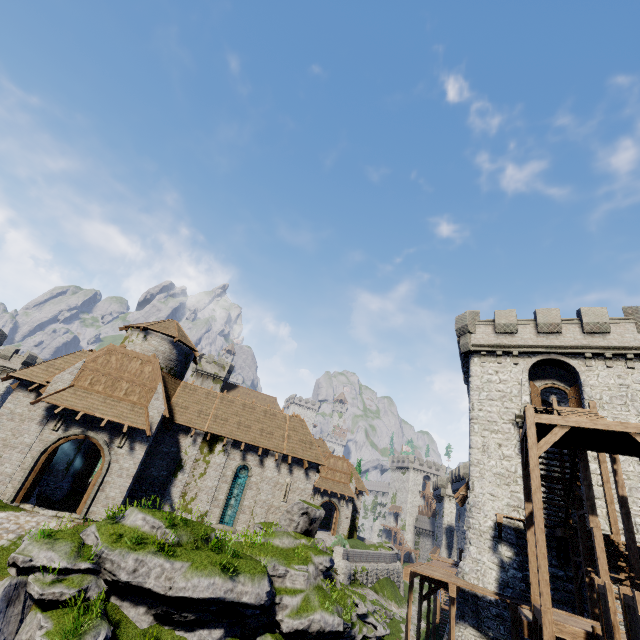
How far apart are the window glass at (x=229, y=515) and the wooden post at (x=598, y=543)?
19.3 meters

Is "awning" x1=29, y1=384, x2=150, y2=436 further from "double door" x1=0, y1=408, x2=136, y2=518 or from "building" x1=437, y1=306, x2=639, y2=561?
"building" x1=437, y1=306, x2=639, y2=561

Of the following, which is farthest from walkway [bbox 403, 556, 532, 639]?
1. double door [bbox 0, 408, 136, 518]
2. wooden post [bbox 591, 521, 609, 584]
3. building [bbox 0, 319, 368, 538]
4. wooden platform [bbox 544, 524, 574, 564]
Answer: double door [bbox 0, 408, 136, 518]

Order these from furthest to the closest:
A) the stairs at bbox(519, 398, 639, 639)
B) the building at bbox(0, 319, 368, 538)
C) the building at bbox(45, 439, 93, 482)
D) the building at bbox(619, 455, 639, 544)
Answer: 1. the building at bbox(45, 439, 93, 482)
2. the building at bbox(0, 319, 368, 538)
3. the building at bbox(619, 455, 639, 544)
4. the stairs at bbox(519, 398, 639, 639)

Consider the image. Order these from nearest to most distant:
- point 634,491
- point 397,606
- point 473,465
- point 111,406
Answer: point 634,491, point 111,406, point 473,465, point 397,606

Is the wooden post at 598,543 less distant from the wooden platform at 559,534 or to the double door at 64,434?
the wooden platform at 559,534

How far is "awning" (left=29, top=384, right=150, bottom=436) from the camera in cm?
1783

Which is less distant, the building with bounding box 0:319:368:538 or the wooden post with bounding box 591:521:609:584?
the wooden post with bounding box 591:521:609:584
